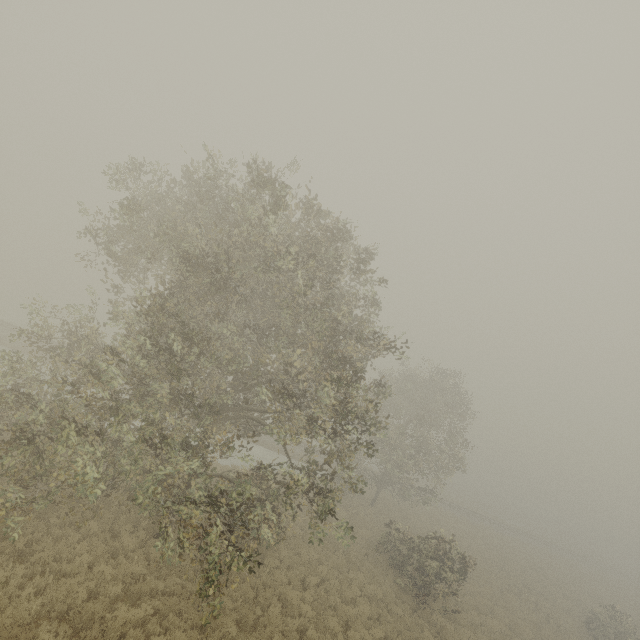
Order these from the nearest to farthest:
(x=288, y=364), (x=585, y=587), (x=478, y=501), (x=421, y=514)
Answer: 1. (x=288, y=364)
2. (x=421, y=514)
3. (x=585, y=587)
4. (x=478, y=501)
